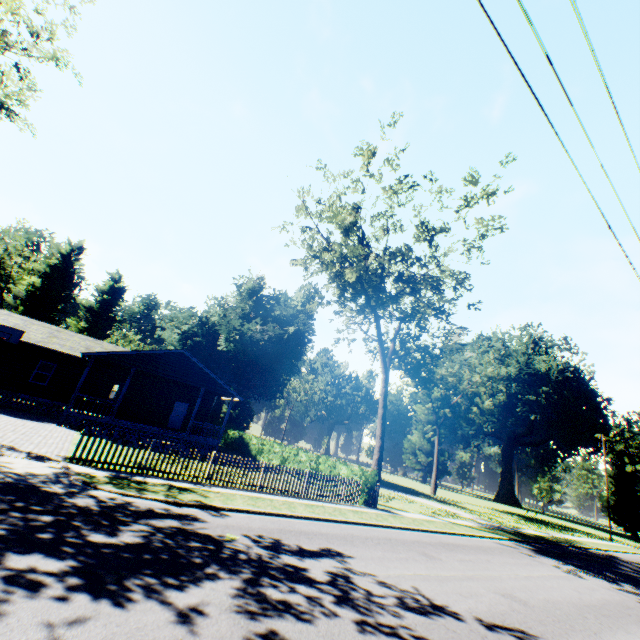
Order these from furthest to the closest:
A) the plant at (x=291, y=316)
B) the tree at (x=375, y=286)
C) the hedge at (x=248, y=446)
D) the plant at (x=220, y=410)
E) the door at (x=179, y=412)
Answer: the plant at (x=220, y=410) < the plant at (x=291, y=316) < the door at (x=179, y=412) < the tree at (x=375, y=286) < the hedge at (x=248, y=446)

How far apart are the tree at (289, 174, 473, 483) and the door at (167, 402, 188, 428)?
16.7m

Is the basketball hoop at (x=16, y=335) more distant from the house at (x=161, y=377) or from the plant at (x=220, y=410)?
the plant at (x=220, y=410)

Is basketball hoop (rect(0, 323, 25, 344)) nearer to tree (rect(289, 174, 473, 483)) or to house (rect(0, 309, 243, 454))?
house (rect(0, 309, 243, 454))

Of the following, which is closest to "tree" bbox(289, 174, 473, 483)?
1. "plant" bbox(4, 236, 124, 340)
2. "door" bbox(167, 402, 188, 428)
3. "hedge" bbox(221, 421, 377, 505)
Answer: "hedge" bbox(221, 421, 377, 505)

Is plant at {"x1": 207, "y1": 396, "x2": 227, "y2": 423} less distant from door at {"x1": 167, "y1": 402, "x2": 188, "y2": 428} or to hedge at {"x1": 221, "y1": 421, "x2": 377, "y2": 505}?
hedge at {"x1": 221, "y1": 421, "x2": 377, "y2": 505}

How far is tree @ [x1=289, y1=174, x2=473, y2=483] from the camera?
20.4 meters

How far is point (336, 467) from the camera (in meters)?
19.81
